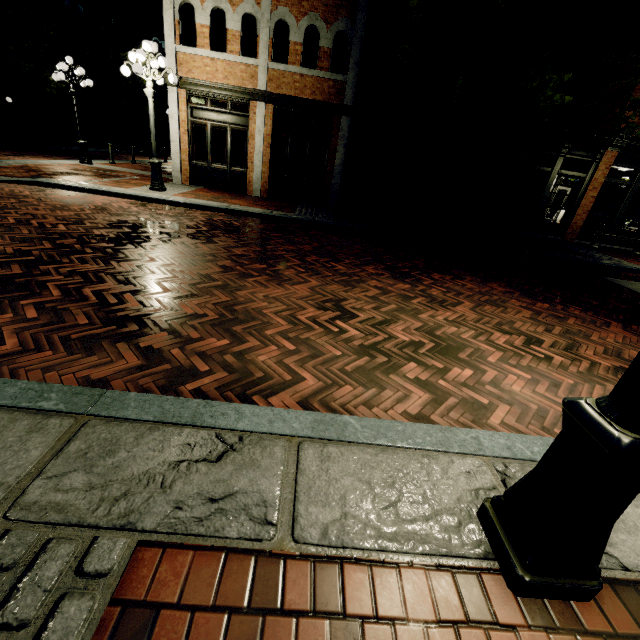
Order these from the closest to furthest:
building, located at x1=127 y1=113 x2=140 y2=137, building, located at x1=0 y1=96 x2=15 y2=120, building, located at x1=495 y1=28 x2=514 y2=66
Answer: building, located at x1=495 y1=28 x2=514 y2=66, building, located at x1=0 y1=96 x2=15 y2=120, building, located at x1=127 y1=113 x2=140 y2=137

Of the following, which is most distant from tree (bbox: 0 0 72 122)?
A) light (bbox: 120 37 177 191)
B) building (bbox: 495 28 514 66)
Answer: light (bbox: 120 37 177 191)

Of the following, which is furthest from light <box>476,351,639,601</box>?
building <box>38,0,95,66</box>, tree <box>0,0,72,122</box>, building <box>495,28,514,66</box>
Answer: building <box>38,0,95,66</box>

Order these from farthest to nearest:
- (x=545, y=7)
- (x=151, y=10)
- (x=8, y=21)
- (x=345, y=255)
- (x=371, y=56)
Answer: (x=151, y=10) < (x=8, y=21) < (x=371, y=56) < (x=545, y=7) < (x=345, y=255)

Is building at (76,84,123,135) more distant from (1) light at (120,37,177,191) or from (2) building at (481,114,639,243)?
(1) light at (120,37,177,191)

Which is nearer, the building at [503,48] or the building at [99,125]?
the building at [503,48]

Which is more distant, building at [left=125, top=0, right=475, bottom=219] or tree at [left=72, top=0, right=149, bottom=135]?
tree at [left=72, top=0, right=149, bottom=135]

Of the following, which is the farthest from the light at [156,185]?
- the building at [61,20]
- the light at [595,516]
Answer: the building at [61,20]
